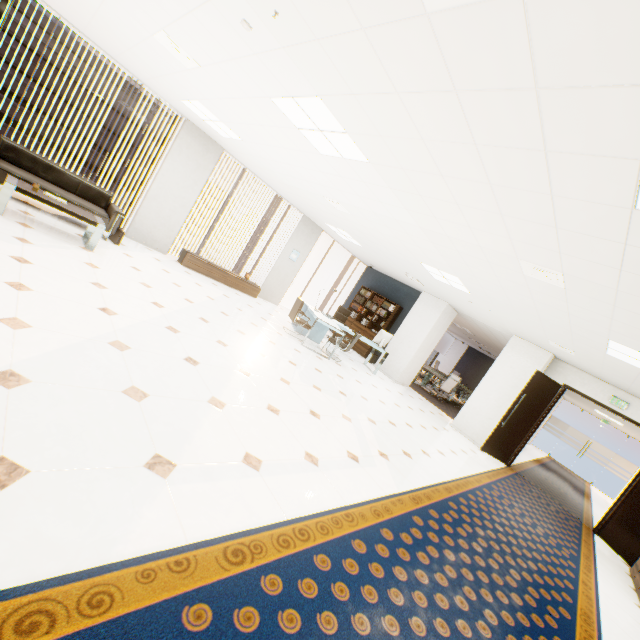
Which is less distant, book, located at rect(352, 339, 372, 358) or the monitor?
the monitor

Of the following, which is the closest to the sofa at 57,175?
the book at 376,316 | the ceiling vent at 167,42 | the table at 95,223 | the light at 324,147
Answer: the table at 95,223

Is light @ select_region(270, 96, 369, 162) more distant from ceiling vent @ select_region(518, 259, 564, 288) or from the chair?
the chair

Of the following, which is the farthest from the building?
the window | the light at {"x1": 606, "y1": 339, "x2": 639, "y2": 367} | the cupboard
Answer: the light at {"x1": 606, "y1": 339, "x2": 639, "y2": 367}

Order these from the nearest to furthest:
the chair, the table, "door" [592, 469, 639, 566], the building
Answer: the table, "door" [592, 469, 639, 566], the chair, the building

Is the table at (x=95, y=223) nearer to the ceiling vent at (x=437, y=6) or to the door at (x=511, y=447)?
the ceiling vent at (x=437, y=6)

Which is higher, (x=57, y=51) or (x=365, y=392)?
(x=57, y=51)

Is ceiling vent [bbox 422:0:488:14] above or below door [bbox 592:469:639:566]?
above
